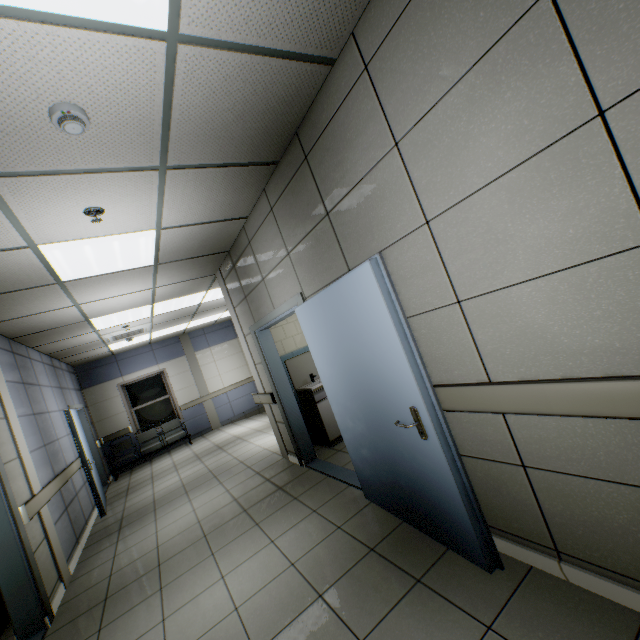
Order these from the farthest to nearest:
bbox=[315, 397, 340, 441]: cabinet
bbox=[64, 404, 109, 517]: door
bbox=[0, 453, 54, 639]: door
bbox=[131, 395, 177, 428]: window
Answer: bbox=[131, 395, 177, 428]: window
bbox=[64, 404, 109, 517]: door
bbox=[315, 397, 340, 441]: cabinet
bbox=[0, 453, 54, 639]: door

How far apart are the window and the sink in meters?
6.5 m

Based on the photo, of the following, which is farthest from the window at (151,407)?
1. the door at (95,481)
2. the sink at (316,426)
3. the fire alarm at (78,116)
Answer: the fire alarm at (78,116)

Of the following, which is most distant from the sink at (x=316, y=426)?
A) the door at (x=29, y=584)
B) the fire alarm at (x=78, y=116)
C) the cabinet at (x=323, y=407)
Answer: the fire alarm at (x=78, y=116)

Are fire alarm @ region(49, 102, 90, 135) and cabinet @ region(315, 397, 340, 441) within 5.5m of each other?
yes

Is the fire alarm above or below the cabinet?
above

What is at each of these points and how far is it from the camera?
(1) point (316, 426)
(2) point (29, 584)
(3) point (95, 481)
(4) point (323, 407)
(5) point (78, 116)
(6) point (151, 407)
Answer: (1) sink, 5.2m
(2) door, 3.1m
(3) door, 5.9m
(4) cabinet, 5.0m
(5) fire alarm, 1.7m
(6) window, 9.9m

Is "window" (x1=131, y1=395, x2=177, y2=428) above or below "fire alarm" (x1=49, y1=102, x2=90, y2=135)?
below
